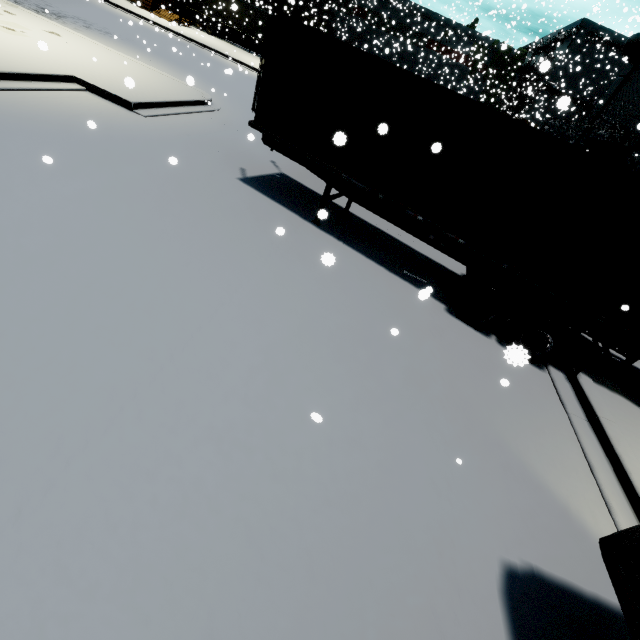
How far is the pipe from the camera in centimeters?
3724cm

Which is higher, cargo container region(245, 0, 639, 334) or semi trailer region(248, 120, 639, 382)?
cargo container region(245, 0, 639, 334)

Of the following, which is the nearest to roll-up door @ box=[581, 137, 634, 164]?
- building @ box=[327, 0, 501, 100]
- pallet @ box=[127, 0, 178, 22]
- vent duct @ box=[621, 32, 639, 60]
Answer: building @ box=[327, 0, 501, 100]

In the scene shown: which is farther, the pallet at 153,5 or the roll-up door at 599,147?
the pallet at 153,5

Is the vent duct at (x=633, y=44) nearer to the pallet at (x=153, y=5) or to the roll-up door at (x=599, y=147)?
the roll-up door at (x=599, y=147)

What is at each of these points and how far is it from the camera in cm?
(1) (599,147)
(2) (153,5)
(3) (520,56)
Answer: (1) roll-up door, 1802
(2) pallet, 3078
(3) tree, 4156

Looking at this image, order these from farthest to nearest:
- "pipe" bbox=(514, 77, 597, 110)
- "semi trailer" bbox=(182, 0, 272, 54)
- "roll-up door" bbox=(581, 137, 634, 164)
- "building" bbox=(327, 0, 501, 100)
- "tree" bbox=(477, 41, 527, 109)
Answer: "building" bbox=(327, 0, 501, 100), "tree" bbox=(477, 41, 527, 109), "pipe" bbox=(514, 77, 597, 110), "semi trailer" bbox=(182, 0, 272, 54), "roll-up door" bbox=(581, 137, 634, 164)

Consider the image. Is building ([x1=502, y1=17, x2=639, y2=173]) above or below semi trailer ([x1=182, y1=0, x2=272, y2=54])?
above
